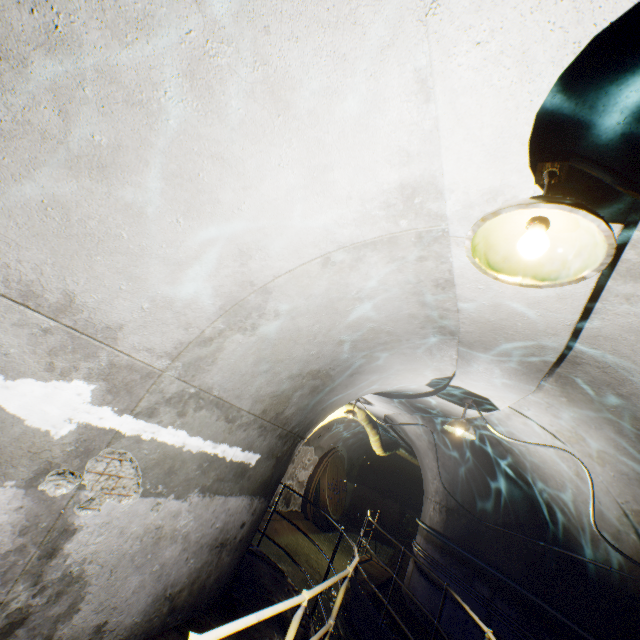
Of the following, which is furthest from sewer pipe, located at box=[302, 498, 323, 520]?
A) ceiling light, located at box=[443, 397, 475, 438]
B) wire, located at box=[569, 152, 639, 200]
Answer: ceiling light, located at box=[443, 397, 475, 438]

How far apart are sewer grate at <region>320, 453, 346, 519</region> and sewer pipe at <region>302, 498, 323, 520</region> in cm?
1

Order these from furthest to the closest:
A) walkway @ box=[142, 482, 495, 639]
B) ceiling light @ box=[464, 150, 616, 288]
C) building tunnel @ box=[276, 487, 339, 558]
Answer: building tunnel @ box=[276, 487, 339, 558] < walkway @ box=[142, 482, 495, 639] < ceiling light @ box=[464, 150, 616, 288]

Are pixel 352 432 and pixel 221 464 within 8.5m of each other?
no

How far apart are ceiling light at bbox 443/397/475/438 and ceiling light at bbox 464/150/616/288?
3.6m

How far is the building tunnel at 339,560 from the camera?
10.83m

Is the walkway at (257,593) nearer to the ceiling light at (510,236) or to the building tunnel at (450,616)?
the building tunnel at (450,616)
